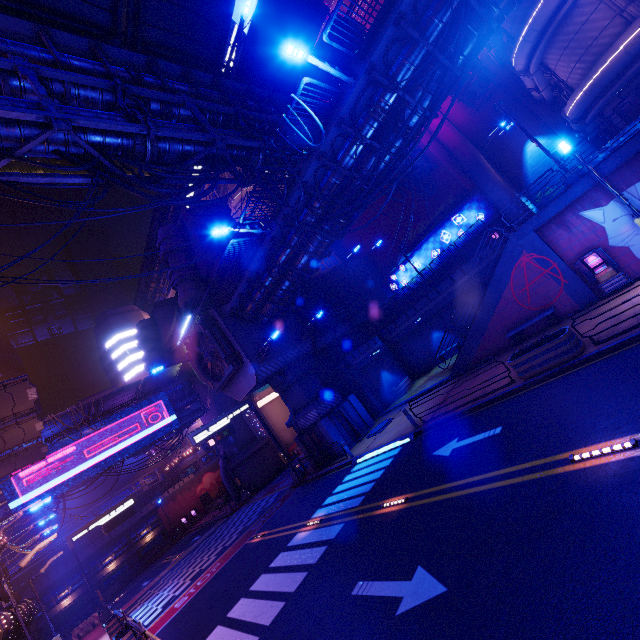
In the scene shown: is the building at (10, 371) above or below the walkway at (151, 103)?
above

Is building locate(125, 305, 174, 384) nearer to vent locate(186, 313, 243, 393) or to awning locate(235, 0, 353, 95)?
vent locate(186, 313, 243, 393)

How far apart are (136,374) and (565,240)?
65.1 meters

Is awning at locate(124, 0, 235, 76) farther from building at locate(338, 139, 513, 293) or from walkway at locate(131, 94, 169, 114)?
building at locate(338, 139, 513, 293)

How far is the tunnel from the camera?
40.0m

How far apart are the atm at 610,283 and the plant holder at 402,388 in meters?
14.6

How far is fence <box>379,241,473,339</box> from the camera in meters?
23.8

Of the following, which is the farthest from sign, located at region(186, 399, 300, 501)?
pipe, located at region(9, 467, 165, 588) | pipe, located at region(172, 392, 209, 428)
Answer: pipe, located at region(9, 467, 165, 588)
